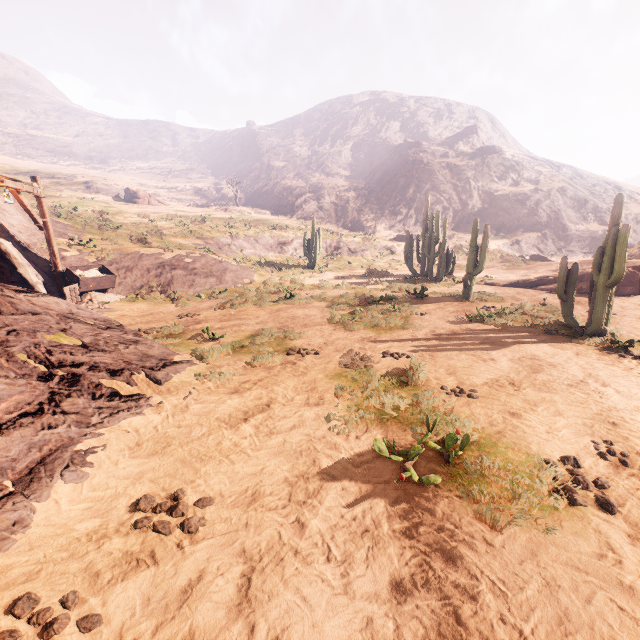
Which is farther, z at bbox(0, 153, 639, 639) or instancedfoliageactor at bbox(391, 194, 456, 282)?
instancedfoliageactor at bbox(391, 194, 456, 282)

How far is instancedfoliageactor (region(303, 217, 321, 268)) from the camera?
26.4 meters

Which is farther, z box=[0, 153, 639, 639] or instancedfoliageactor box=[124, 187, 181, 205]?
instancedfoliageactor box=[124, 187, 181, 205]

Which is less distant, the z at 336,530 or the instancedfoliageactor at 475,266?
the z at 336,530

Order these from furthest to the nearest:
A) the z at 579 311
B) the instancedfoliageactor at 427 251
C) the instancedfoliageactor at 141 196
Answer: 1. the instancedfoliageactor at 141 196
2. the instancedfoliageactor at 427 251
3. the z at 579 311

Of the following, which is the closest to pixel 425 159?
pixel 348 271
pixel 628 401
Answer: pixel 348 271

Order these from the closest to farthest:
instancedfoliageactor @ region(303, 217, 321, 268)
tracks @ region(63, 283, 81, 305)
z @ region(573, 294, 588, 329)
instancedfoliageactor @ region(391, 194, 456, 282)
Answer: z @ region(573, 294, 588, 329) → tracks @ region(63, 283, 81, 305) → instancedfoliageactor @ region(391, 194, 456, 282) → instancedfoliageactor @ region(303, 217, 321, 268)

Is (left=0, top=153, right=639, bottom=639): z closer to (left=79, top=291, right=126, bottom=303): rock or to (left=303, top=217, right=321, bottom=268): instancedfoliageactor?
(left=79, top=291, right=126, bottom=303): rock
